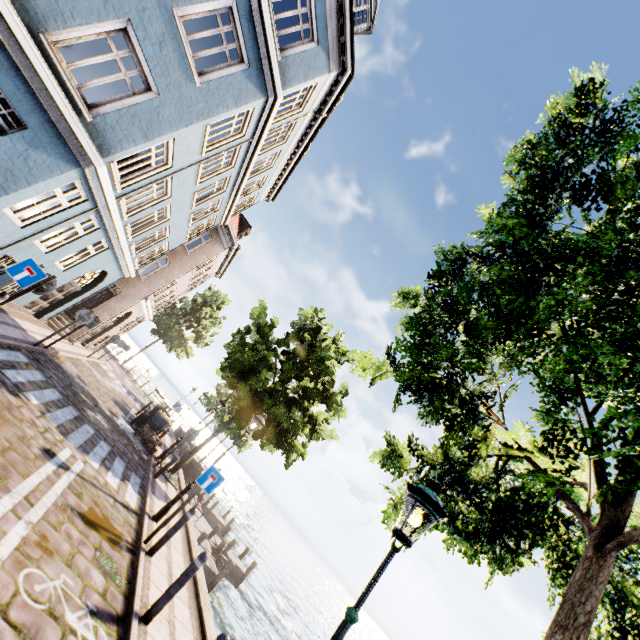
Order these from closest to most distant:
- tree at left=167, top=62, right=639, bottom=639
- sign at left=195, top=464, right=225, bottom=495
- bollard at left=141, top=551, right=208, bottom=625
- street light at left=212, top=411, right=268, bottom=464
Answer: tree at left=167, top=62, right=639, bottom=639
bollard at left=141, top=551, right=208, bottom=625
sign at left=195, top=464, right=225, bottom=495
street light at left=212, top=411, right=268, bottom=464

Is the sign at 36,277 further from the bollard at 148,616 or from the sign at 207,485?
the bollard at 148,616

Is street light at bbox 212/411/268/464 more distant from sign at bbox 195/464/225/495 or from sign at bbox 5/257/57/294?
sign at bbox 5/257/57/294

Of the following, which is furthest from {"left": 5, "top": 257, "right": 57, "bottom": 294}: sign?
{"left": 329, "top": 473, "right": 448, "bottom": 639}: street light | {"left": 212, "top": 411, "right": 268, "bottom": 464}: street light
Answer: {"left": 329, "top": 473, "right": 448, "bottom": 639}: street light

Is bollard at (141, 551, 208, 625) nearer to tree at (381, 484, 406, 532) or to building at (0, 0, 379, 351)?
tree at (381, 484, 406, 532)

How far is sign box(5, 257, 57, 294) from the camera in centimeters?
641cm

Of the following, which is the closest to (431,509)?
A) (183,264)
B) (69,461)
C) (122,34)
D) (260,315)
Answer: (69,461)

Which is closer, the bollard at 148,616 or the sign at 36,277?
the bollard at 148,616
